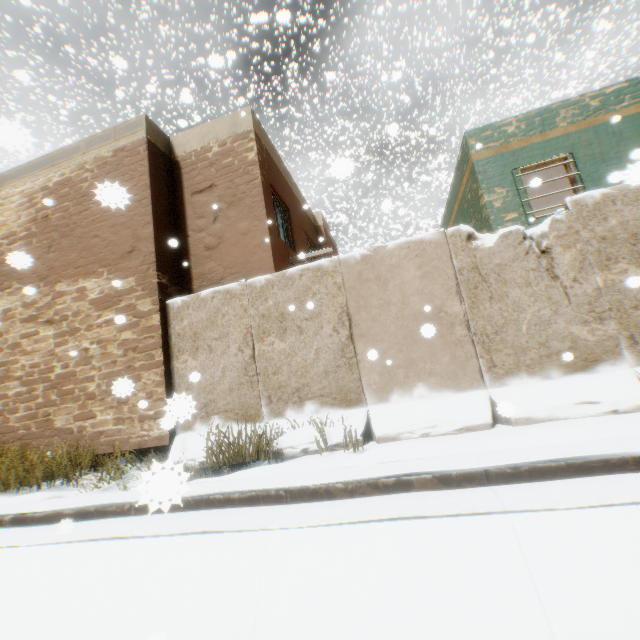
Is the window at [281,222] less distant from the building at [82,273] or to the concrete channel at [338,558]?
the building at [82,273]

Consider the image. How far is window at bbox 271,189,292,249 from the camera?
8.75m

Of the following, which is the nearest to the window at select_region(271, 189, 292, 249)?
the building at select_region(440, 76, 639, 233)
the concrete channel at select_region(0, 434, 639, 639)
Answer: the building at select_region(440, 76, 639, 233)

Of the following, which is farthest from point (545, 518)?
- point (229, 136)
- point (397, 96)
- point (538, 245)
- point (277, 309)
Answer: point (397, 96)

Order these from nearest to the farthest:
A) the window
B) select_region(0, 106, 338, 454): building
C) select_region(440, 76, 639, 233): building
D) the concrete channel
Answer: the concrete channel
select_region(0, 106, 338, 454): building
select_region(440, 76, 639, 233): building
the window

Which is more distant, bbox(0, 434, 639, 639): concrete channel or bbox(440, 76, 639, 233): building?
bbox(440, 76, 639, 233): building
